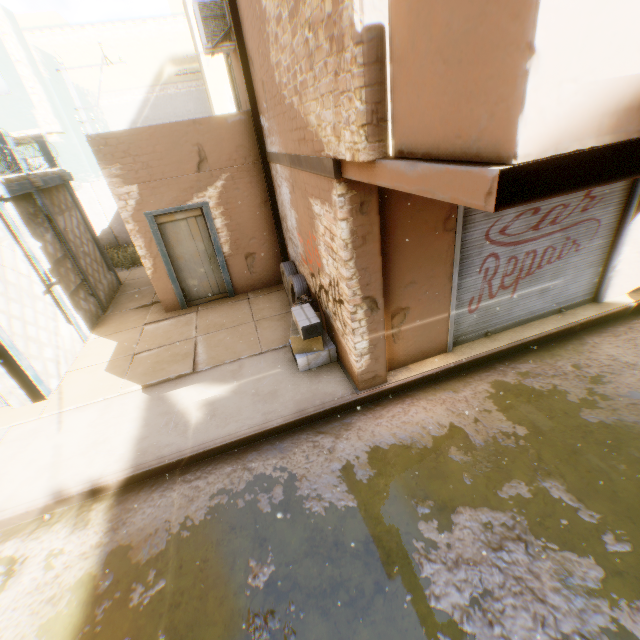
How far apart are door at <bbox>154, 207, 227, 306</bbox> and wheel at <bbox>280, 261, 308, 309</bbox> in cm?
39

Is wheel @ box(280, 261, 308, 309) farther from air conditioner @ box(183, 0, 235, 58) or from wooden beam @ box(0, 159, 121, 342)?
air conditioner @ box(183, 0, 235, 58)

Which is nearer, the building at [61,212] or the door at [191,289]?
the door at [191,289]

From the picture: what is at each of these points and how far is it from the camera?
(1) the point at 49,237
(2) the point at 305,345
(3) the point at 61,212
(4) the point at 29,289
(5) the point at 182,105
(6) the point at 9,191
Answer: (1) building, 7.7m
(2) cardboard box, 5.6m
(3) building, 8.6m
(4) building, 6.5m
(5) building, 26.8m
(6) wooden beam, 6.6m

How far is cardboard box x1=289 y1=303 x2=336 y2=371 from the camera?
5.3 meters

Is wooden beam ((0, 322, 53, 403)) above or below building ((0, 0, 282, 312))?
below

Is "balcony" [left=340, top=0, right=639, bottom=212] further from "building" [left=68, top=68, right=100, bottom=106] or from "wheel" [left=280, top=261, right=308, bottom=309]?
"wheel" [left=280, top=261, right=308, bottom=309]

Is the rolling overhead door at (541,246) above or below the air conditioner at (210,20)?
below
